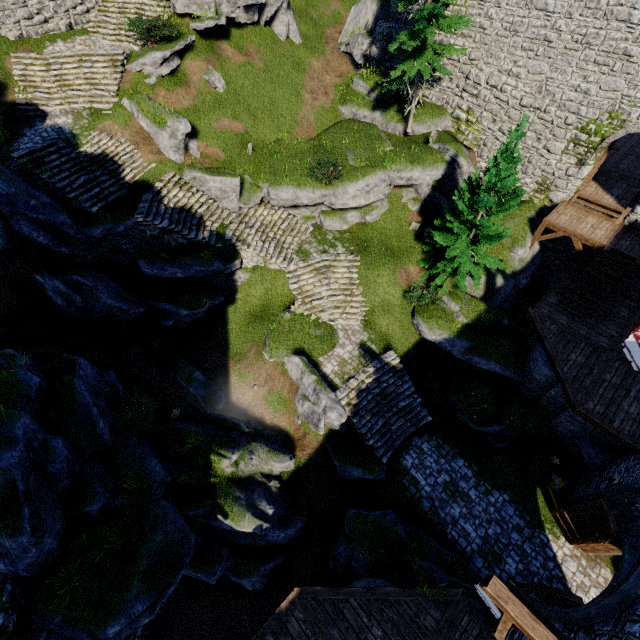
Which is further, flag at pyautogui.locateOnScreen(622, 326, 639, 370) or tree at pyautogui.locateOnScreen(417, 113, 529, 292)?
tree at pyautogui.locateOnScreen(417, 113, 529, 292)

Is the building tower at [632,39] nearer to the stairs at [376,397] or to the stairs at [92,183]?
the stairs at [92,183]

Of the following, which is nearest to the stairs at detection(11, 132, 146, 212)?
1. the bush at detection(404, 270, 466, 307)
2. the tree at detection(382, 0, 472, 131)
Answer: the bush at detection(404, 270, 466, 307)

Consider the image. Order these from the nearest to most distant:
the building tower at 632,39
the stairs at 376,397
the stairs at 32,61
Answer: the building tower at 632,39, the stairs at 376,397, the stairs at 32,61

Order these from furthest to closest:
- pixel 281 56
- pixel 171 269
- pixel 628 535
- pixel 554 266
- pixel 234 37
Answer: pixel 281 56, pixel 554 266, pixel 234 37, pixel 171 269, pixel 628 535

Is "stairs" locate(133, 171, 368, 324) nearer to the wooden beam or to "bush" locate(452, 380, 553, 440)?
"bush" locate(452, 380, 553, 440)

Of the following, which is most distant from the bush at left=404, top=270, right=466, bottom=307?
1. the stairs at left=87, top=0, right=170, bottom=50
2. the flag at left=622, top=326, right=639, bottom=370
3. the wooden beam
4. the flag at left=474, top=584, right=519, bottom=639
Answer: the stairs at left=87, top=0, right=170, bottom=50

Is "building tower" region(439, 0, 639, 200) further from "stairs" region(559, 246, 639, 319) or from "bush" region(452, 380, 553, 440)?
"bush" region(452, 380, 553, 440)
